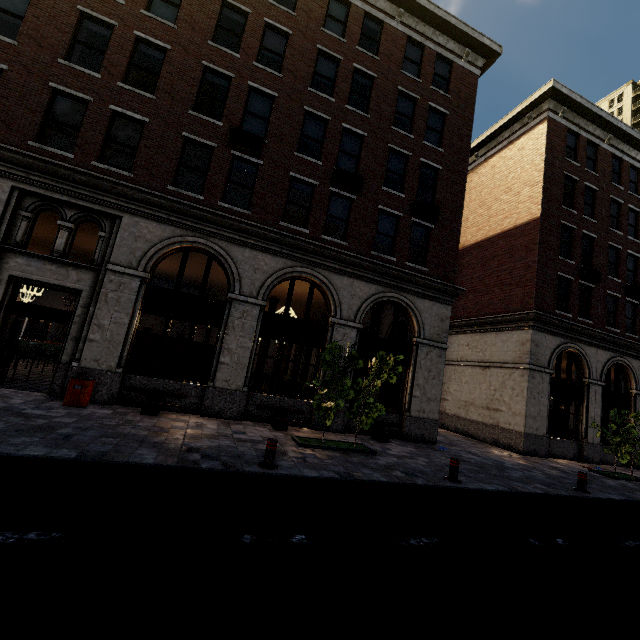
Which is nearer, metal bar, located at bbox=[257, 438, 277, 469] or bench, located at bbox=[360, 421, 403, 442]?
metal bar, located at bbox=[257, 438, 277, 469]

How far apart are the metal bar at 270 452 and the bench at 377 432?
5.5m

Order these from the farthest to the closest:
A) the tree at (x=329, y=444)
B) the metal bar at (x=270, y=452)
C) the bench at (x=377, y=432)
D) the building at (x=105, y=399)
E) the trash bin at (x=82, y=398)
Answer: the bench at (x=377, y=432), the building at (x=105, y=399), the tree at (x=329, y=444), the trash bin at (x=82, y=398), the metal bar at (x=270, y=452)

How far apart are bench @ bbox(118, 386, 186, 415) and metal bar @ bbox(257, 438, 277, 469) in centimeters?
445cm

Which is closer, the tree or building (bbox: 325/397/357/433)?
the tree

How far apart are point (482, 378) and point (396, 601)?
17.2m

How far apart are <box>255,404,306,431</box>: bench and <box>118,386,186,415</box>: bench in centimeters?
234cm

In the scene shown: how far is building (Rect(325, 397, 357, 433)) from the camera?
12.25m
